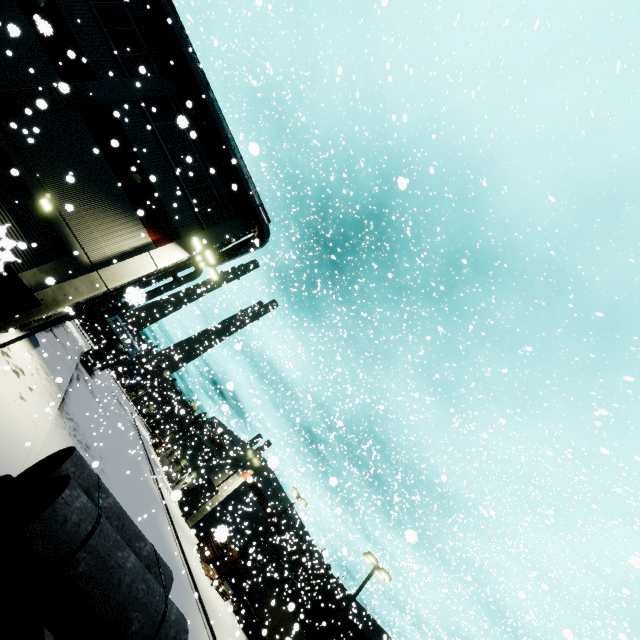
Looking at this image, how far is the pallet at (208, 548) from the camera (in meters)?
27.84

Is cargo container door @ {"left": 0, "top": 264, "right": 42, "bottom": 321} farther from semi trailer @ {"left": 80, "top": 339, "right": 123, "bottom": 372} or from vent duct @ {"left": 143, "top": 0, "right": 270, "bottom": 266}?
vent duct @ {"left": 143, "top": 0, "right": 270, "bottom": 266}

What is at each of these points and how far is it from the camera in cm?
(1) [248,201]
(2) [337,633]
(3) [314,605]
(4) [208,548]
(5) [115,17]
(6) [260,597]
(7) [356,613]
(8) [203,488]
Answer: (1) vent duct, 1877
(2) cargo container, 3127
(3) cargo container, 3675
(4) pallet, 3284
(5) building, 1612
(6) semi trailer, 3288
(7) building, 4184
(8) roll-up door, 4253

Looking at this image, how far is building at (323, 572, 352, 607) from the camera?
35.2 meters

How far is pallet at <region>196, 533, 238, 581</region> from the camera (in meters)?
27.84

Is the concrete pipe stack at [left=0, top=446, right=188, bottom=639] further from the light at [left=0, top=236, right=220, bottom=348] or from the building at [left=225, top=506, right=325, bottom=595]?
the light at [left=0, top=236, right=220, bottom=348]

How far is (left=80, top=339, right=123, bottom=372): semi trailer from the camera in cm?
3690

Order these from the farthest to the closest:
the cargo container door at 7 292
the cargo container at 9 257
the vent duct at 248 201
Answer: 1. the vent duct at 248 201
2. the cargo container door at 7 292
3. the cargo container at 9 257
